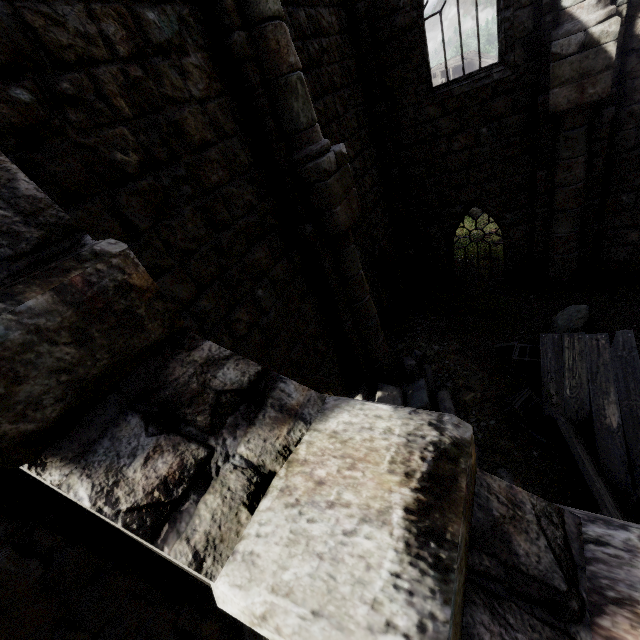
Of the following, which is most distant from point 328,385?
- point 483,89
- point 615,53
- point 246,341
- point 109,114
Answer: point 615,53

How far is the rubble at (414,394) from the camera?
6.9m

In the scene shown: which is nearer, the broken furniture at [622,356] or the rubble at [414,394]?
the broken furniture at [622,356]

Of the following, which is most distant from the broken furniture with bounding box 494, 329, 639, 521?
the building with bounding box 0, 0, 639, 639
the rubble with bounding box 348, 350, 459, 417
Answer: the building with bounding box 0, 0, 639, 639

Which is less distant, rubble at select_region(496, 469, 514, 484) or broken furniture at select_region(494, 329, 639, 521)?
broken furniture at select_region(494, 329, 639, 521)

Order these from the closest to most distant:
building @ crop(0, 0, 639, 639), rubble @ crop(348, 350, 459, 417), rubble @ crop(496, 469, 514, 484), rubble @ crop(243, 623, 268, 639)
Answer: building @ crop(0, 0, 639, 639) < rubble @ crop(243, 623, 268, 639) < rubble @ crop(496, 469, 514, 484) < rubble @ crop(348, 350, 459, 417)

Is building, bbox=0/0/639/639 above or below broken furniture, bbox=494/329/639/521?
above

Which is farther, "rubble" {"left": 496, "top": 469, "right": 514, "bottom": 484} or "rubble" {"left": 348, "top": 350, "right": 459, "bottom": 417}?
"rubble" {"left": 348, "top": 350, "right": 459, "bottom": 417}
